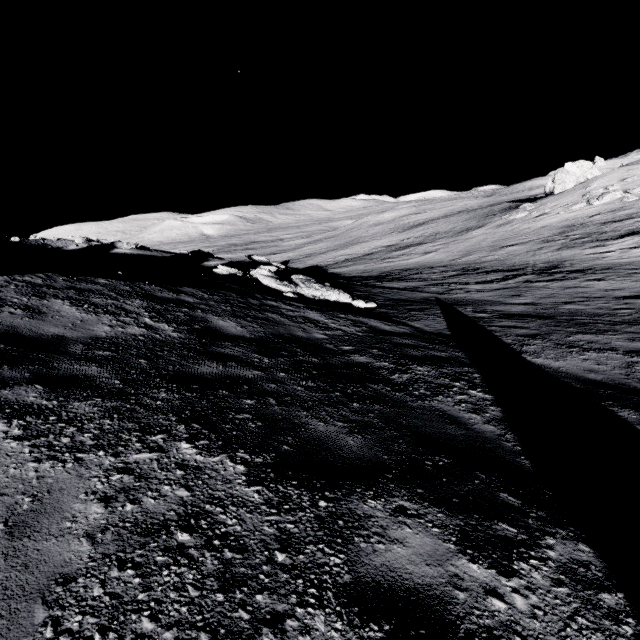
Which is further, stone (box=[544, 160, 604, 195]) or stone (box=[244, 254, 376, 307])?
stone (box=[544, 160, 604, 195])

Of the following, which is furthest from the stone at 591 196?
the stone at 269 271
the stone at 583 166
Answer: the stone at 269 271

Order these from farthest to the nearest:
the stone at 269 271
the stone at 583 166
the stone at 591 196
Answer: the stone at 583 166
the stone at 591 196
the stone at 269 271

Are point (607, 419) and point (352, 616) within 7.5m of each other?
yes

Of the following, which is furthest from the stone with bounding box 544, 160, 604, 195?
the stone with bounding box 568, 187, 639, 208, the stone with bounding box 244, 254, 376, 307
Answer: the stone with bounding box 244, 254, 376, 307

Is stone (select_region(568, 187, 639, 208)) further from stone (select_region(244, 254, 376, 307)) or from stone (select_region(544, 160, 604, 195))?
stone (select_region(244, 254, 376, 307))

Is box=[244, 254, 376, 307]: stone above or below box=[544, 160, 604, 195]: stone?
below
